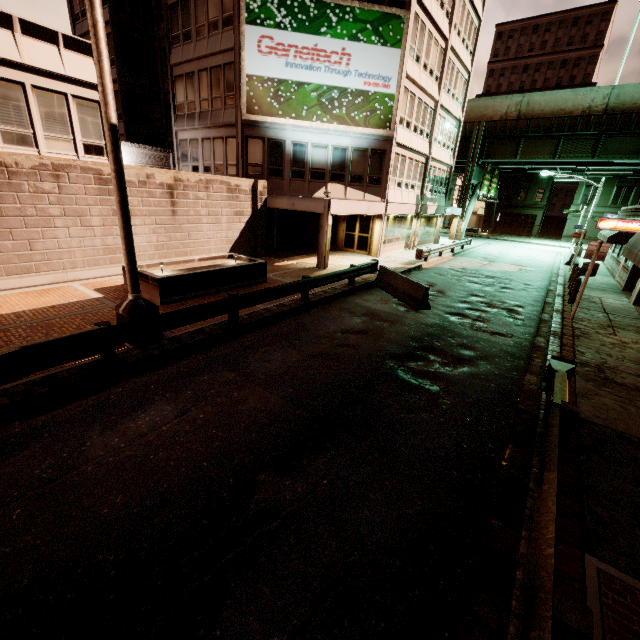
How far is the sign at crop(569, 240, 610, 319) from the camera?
11.73m

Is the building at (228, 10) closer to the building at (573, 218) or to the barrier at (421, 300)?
the barrier at (421, 300)

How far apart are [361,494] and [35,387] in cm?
649

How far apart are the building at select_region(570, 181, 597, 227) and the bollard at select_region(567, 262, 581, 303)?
42.82m

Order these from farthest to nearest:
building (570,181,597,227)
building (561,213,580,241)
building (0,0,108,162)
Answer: building (561,213,580,241)
building (570,181,597,227)
building (0,0,108,162)

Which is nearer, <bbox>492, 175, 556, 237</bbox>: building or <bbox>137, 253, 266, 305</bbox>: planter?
<bbox>137, 253, 266, 305</bbox>: planter

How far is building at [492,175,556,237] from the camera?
50.9m

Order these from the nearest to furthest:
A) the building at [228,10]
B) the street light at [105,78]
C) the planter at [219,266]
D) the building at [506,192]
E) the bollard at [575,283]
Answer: the street light at [105,78] < the planter at [219,266] < the bollard at [575,283] < the building at [228,10] < the building at [506,192]
